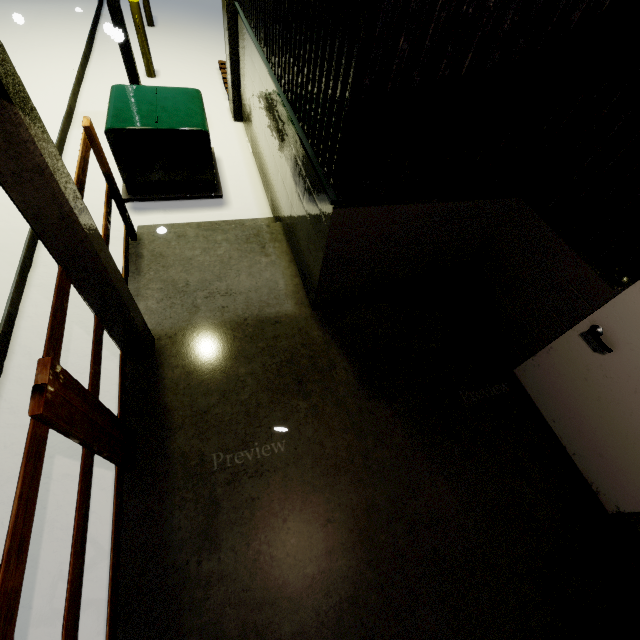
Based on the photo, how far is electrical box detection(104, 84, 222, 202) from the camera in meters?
4.4 m

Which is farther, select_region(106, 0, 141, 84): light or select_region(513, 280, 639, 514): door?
select_region(106, 0, 141, 84): light

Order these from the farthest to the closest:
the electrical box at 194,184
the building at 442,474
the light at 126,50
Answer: the light at 126,50 < the electrical box at 194,184 < the building at 442,474

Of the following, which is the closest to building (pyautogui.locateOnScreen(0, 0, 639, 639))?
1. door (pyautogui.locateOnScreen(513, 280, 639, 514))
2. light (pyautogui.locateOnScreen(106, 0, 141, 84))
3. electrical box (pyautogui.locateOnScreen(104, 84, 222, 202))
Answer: door (pyautogui.locateOnScreen(513, 280, 639, 514))

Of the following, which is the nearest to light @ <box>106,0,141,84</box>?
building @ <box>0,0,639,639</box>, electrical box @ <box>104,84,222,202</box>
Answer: electrical box @ <box>104,84,222,202</box>

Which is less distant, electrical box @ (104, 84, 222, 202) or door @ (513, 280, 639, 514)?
door @ (513, 280, 639, 514)

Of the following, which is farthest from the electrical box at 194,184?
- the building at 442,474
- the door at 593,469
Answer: the door at 593,469

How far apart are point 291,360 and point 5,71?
2.72m
